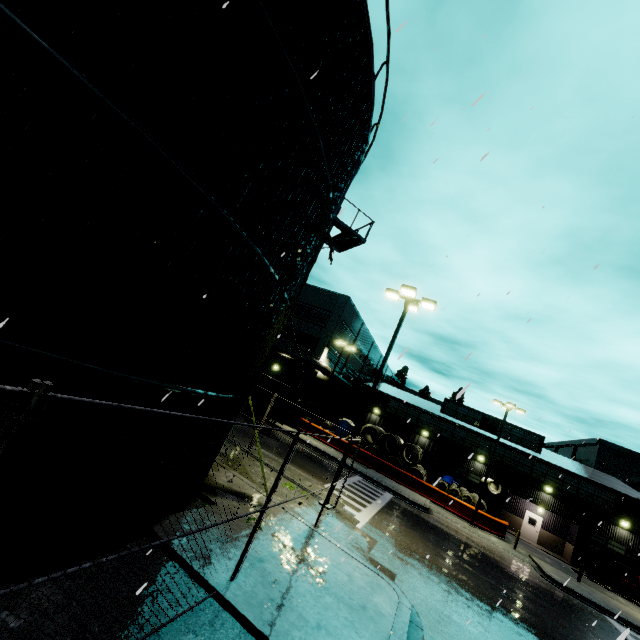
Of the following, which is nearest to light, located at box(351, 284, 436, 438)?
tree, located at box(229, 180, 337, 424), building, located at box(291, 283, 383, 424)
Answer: tree, located at box(229, 180, 337, 424)

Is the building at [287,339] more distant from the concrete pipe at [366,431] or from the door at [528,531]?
Answer: the concrete pipe at [366,431]

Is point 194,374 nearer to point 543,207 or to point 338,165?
point 338,165

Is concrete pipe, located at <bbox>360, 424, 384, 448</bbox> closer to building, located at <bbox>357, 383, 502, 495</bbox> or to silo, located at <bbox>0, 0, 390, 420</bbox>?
building, located at <bbox>357, 383, 502, 495</bbox>

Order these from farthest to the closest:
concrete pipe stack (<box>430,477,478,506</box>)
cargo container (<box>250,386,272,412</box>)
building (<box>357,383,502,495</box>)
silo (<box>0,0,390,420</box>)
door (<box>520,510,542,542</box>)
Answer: building (<box>357,383,502,495</box>), door (<box>520,510,542,542</box>), concrete pipe stack (<box>430,477,478,506</box>), cargo container (<box>250,386,272,412</box>), silo (<box>0,0,390,420</box>)

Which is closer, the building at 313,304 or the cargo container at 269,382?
the cargo container at 269,382

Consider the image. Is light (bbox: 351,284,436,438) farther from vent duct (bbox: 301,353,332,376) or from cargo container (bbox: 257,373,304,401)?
vent duct (bbox: 301,353,332,376)

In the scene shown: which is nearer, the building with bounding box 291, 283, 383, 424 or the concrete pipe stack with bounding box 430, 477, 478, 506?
the concrete pipe stack with bounding box 430, 477, 478, 506
